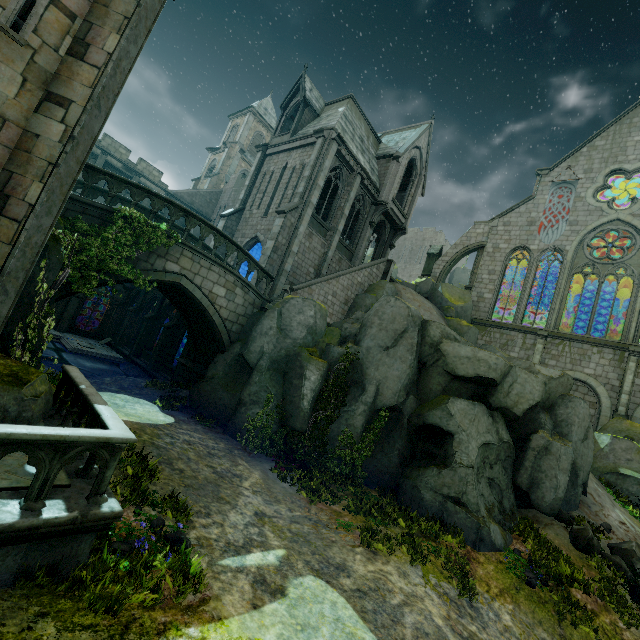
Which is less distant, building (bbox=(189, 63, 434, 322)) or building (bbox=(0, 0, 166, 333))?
building (bbox=(0, 0, 166, 333))

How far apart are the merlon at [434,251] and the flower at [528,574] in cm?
2436

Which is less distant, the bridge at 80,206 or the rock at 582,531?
the bridge at 80,206

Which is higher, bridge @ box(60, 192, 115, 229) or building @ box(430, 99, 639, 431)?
building @ box(430, 99, 639, 431)

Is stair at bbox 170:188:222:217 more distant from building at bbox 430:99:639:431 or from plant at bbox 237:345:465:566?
plant at bbox 237:345:465:566

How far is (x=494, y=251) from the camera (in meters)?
27.98

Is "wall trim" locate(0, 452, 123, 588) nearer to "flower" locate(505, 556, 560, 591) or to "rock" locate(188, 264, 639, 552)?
"rock" locate(188, 264, 639, 552)

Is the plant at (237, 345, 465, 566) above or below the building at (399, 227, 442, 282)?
Answer: below
